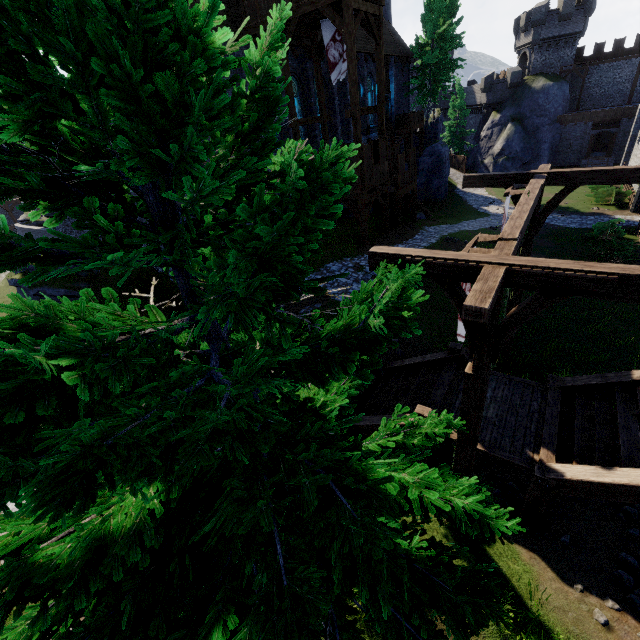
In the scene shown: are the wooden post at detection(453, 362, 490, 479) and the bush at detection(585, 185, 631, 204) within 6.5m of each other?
no

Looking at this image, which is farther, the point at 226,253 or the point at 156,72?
the point at 226,253

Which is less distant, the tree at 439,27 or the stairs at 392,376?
the stairs at 392,376

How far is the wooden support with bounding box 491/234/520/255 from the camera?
4.4m

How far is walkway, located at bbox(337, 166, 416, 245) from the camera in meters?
17.7

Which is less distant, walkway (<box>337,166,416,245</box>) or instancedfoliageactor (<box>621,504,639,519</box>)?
instancedfoliageactor (<box>621,504,639,519</box>)

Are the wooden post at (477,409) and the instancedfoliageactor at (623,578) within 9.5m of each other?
yes

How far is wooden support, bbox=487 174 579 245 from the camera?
7.8 meters
